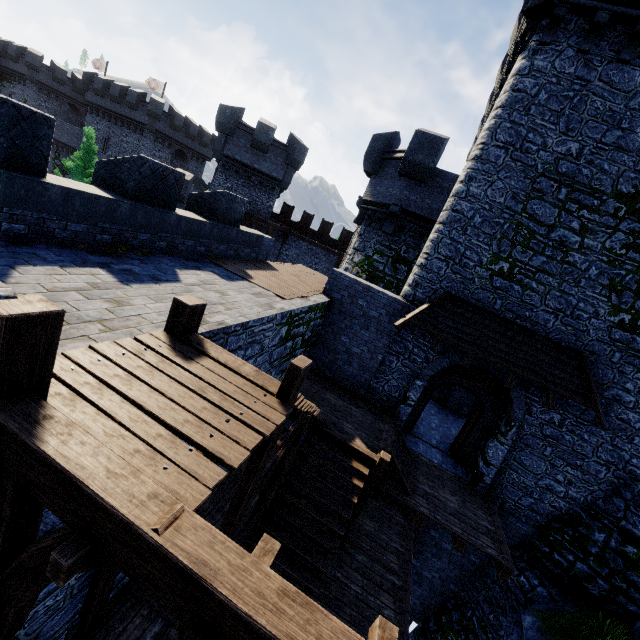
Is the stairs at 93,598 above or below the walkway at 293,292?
below

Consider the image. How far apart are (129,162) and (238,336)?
4.6m

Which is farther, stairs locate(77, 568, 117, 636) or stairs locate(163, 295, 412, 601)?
stairs locate(77, 568, 117, 636)

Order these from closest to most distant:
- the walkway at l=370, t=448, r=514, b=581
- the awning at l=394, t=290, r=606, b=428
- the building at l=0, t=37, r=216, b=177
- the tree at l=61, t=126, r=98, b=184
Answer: the walkway at l=370, t=448, r=514, b=581 < the awning at l=394, t=290, r=606, b=428 < the tree at l=61, t=126, r=98, b=184 < the building at l=0, t=37, r=216, b=177

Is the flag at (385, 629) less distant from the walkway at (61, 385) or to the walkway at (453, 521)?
the walkway at (61, 385)

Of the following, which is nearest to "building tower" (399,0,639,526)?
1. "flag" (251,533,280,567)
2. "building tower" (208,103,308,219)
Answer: "flag" (251,533,280,567)

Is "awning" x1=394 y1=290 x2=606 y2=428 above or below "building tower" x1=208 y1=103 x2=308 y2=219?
below

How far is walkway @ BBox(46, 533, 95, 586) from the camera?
1.6 meters
